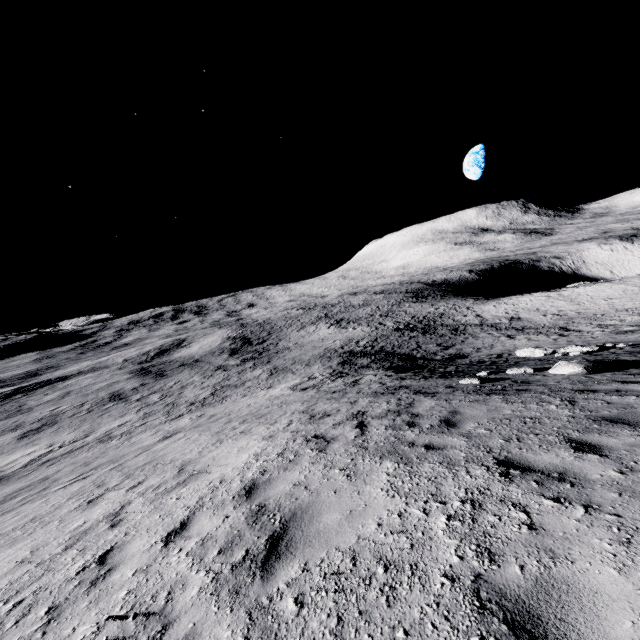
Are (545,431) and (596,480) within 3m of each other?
yes

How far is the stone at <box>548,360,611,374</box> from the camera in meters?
8.5 m

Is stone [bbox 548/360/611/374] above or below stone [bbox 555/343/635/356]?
above

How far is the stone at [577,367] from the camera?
8.5m

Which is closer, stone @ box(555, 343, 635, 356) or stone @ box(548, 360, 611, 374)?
stone @ box(548, 360, 611, 374)

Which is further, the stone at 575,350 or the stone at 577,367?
the stone at 575,350
